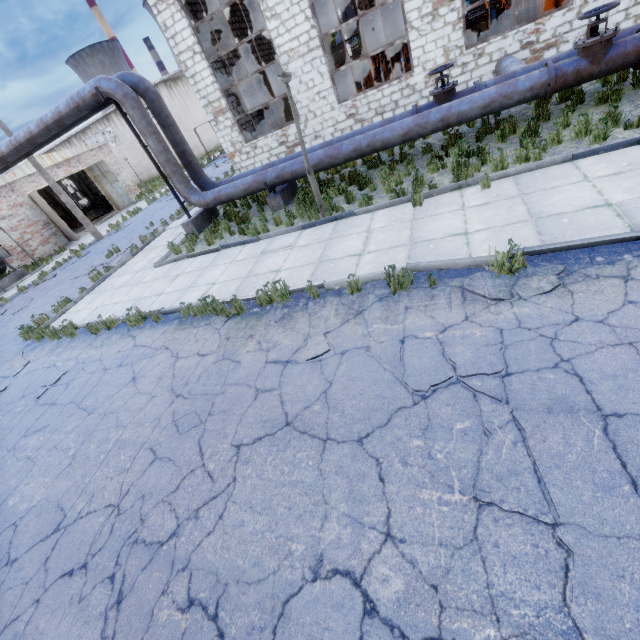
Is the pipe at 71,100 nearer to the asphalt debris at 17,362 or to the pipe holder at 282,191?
the pipe holder at 282,191

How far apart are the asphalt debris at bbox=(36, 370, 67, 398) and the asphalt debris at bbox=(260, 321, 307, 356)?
5.4m

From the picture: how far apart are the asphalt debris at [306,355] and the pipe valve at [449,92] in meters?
7.5

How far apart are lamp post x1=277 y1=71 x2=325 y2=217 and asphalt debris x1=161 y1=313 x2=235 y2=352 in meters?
3.9 m

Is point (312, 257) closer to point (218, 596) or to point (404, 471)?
point (404, 471)

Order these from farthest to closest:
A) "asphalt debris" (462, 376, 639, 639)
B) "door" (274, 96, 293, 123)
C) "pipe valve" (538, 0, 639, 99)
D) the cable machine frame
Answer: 1. "door" (274, 96, 293, 123)
2. the cable machine frame
3. "pipe valve" (538, 0, 639, 99)
4. "asphalt debris" (462, 376, 639, 639)

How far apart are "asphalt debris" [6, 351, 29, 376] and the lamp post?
9.03m

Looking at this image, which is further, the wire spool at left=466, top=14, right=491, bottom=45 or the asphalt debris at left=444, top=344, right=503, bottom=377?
the wire spool at left=466, top=14, right=491, bottom=45
